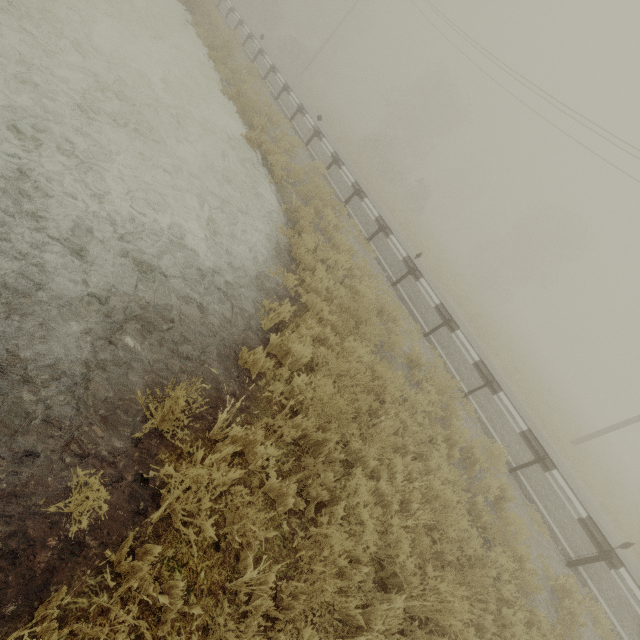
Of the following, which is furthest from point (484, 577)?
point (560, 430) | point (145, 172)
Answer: point (560, 430)
